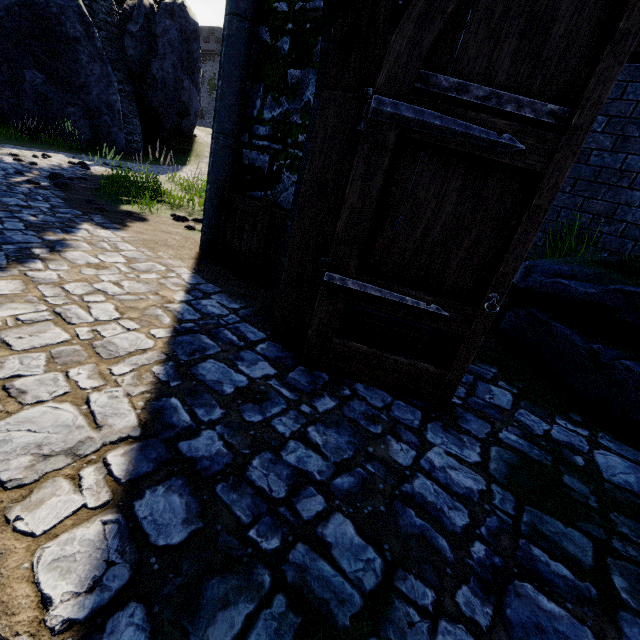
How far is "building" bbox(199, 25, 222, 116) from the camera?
46.7 meters

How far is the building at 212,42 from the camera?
46.69m

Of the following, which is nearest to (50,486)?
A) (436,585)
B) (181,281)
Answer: (436,585)
